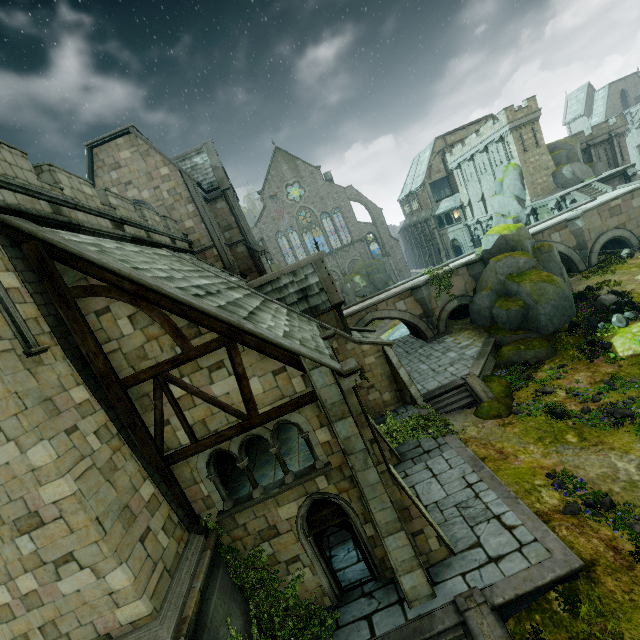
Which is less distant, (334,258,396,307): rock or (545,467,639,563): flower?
(545,467,639,563): flower

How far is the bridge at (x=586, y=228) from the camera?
26.8m

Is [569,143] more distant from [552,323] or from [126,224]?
[126,224]

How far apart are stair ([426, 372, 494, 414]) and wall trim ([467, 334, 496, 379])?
0.0m

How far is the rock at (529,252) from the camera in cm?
1983

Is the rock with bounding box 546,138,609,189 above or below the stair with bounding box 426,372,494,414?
above

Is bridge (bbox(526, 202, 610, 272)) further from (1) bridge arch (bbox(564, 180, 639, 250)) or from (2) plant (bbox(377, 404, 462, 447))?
(2) plant (bbox(377, 404, 462, 447))

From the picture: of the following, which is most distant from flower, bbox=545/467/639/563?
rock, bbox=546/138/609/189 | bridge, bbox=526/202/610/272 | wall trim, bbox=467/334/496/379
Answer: rock, bbox=546/138/609/189
